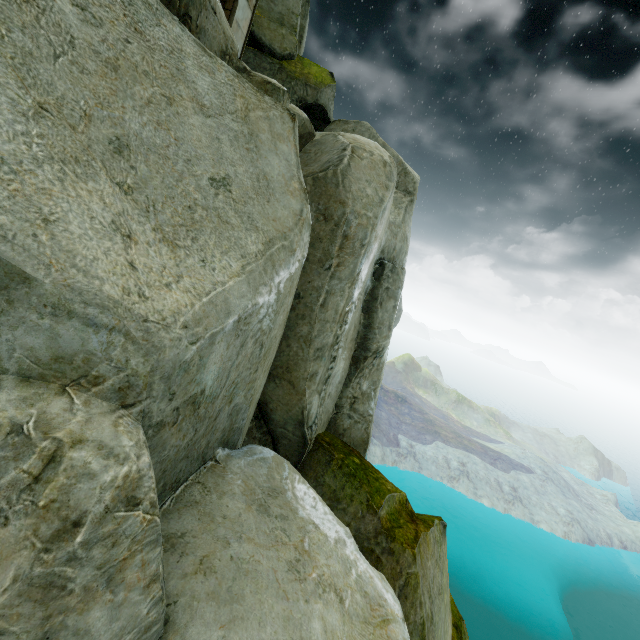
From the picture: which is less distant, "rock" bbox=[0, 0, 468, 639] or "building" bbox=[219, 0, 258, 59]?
"rock" bbox=[0, 0, 468, 639]

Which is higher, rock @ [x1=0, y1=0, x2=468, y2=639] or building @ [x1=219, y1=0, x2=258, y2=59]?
building @ [x1=219, y1=0, x2=258, y2=59]

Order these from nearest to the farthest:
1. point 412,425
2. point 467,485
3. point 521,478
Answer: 1. point 467,485
2. point 521,478
3. point 412,425

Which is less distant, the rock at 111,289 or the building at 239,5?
the rock at 111,289

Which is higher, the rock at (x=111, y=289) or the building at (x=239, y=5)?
the building at (x=239, y=5)
